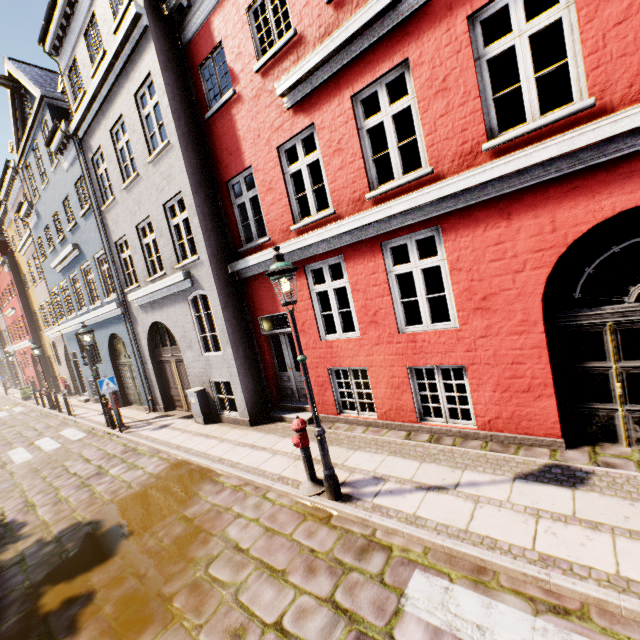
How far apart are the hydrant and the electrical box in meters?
5.2 m

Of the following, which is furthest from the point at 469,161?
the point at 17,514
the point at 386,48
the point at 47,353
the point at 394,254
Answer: the point at 47,353

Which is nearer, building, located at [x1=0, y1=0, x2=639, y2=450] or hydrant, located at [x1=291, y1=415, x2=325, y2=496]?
building, located at [x1=0, y1=0, x2=639, y2=450]

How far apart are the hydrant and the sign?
8.28m

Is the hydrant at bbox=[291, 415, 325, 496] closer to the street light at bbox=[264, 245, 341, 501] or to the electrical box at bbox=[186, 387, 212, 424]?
the street light at bbox=[264, 245, 341, 501]

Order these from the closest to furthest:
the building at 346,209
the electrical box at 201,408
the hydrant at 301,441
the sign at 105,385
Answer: the building at 346,209 → the hydrant at 301,441 → the electrical box at 201,408 → the sign at 105,385

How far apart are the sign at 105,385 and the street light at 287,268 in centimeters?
878cm

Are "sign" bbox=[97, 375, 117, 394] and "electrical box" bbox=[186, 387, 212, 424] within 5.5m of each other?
yes
